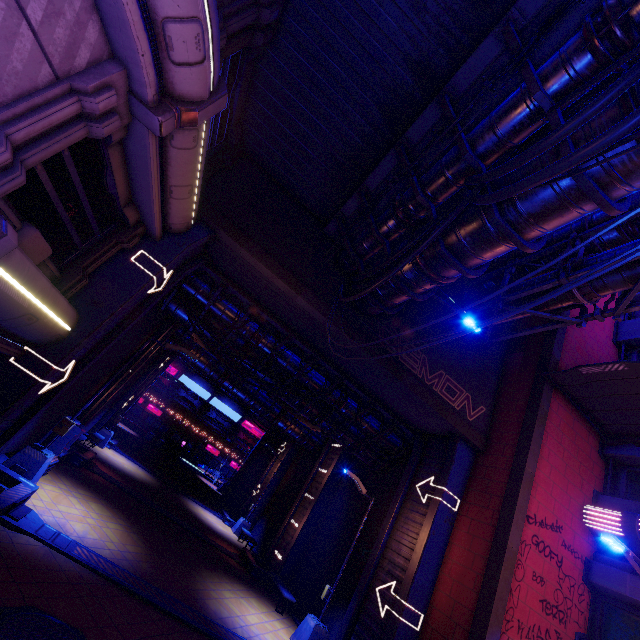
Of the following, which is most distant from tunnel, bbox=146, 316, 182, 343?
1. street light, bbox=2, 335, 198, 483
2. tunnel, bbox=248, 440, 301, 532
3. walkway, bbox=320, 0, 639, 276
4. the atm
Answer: walkway, bbox=320, 0, 639, 276

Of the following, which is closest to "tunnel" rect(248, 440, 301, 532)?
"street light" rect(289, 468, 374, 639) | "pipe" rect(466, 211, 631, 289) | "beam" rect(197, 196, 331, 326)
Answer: "street light" rect(289, 468, 374, 639)

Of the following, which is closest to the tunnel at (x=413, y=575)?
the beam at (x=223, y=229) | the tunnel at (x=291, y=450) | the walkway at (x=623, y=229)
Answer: the beam at (x=223, y=229)

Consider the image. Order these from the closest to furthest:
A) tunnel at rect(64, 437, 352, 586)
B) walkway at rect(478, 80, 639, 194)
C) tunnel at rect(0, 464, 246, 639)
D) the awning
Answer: walkway at rect(478, 80, 639, 194) < tunnel at rect(0, 464, 246, 639) < the awning < tunnel at rect(64, 437, 352, 586)

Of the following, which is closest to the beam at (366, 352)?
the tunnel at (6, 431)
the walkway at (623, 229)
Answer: the tunnel at (6, 431)

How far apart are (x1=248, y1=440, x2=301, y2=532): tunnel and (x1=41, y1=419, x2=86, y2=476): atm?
16.7 meters

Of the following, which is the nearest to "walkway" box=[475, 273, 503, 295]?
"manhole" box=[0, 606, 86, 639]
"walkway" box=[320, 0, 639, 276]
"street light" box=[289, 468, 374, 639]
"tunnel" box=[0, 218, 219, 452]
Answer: "walkway" box=[320, 0, 639, 276]

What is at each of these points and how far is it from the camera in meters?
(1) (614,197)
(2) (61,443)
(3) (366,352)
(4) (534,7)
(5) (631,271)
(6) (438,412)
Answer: (1) walkway, 5.6 m
(2) atm, 11.1 m
(3) beam, 11.8 m
(4) walkway, 5.5 m
(5) pipe, 9.7 m
(6) beam, 12.4 m
